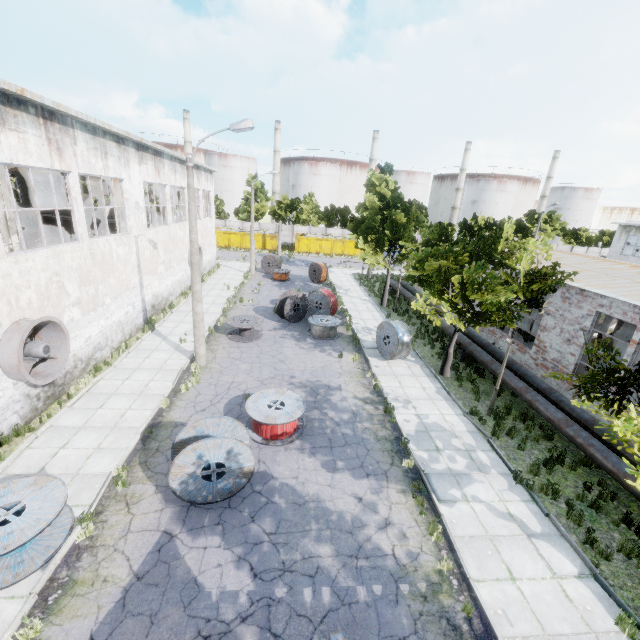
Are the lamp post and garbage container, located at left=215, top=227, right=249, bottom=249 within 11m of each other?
no

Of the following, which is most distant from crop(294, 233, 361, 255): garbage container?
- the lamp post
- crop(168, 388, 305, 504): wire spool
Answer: crop(168, 388, 305, 504): wire spool

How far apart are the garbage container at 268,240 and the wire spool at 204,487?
43.30m

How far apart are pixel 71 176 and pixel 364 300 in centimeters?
2088cm

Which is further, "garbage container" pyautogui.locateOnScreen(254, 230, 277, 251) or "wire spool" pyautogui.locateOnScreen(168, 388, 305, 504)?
"garbage container" pyautogui.locateOnScreen(254, 230, 277, 251)

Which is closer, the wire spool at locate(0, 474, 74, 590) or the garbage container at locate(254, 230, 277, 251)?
the wire spool at locate(0, 474, 74, 590)

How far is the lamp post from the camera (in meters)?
11.97

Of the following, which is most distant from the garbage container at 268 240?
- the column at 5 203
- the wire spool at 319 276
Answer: the column at 5 203
